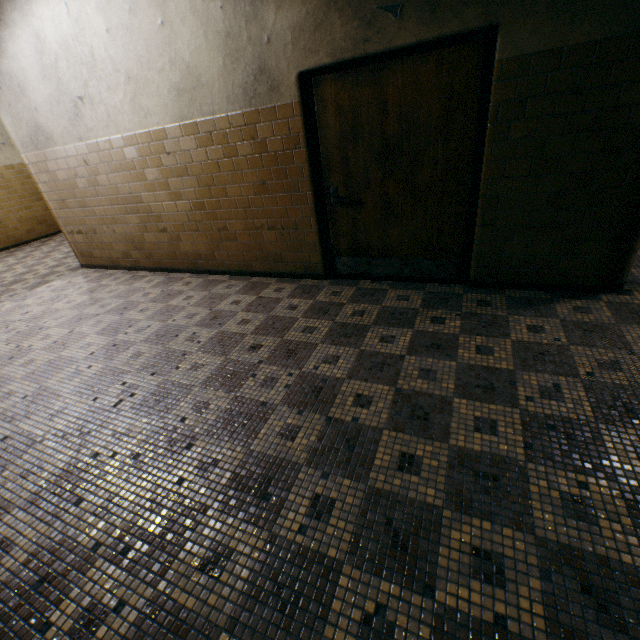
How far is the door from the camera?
2.8 meters

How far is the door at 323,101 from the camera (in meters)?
2.77

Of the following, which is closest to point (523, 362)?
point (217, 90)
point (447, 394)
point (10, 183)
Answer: point (447, 394)
